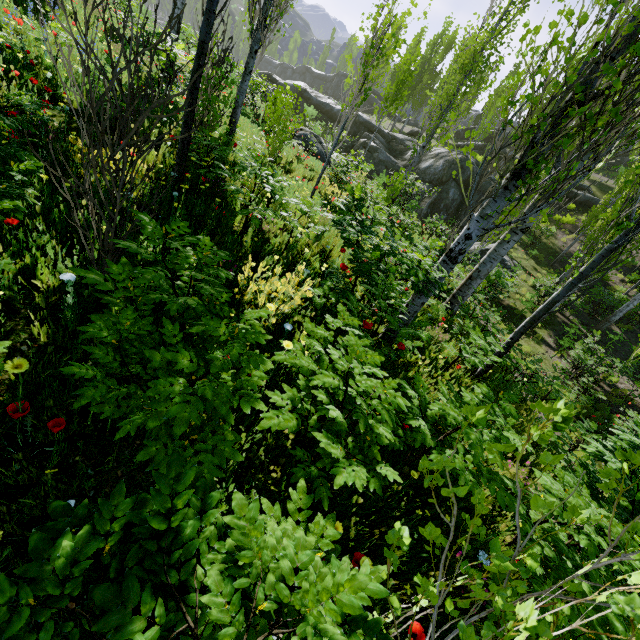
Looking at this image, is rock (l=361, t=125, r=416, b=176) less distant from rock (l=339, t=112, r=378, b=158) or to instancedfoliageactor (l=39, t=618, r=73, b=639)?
rock (l=339, t=112, r=378, b=158)

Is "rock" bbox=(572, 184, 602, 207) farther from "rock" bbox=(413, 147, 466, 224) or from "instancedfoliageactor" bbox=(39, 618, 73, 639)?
"rock" bbox=(413, 147, 466, 224)

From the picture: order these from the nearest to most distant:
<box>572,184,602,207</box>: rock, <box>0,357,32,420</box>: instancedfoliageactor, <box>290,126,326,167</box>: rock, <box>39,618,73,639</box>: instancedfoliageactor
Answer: <box>39,618,73,639</box>: instancedfoliageactor < <box>0,357,32,420</box>: instancedfoliageactor < <box>290,126,326,167</box>: rock < <box>572,184,602,207</box>: rock

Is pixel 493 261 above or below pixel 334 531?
above

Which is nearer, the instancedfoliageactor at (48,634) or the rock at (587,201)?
the instancedfoliageactor at (48,634)

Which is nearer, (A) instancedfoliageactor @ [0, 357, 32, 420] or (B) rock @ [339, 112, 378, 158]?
(A) instancedfoliageactor @ [0, 357, 32, 420]

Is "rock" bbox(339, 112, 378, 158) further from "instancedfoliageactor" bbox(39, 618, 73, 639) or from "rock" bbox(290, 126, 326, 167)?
"rock" bbox(290, 126, 326, 167)

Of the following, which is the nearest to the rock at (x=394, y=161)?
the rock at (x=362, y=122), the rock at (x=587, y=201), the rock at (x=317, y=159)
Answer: the rock at (x=362, y=122)
